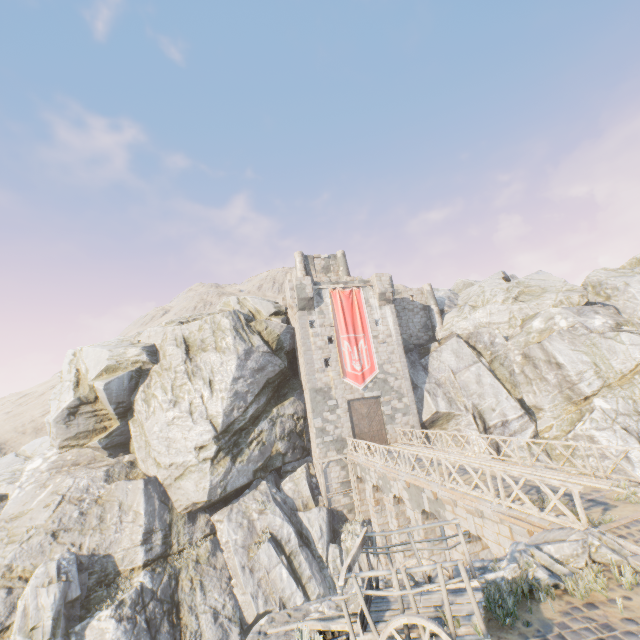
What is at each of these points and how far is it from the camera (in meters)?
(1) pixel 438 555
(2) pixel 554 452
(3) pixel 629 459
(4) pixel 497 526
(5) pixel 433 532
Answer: (1) bridge support, 15.23
(2) rock, 23.81
(3) rock, 20.06
(4) bridge support, 10.80
(5) bridge support, 15.46

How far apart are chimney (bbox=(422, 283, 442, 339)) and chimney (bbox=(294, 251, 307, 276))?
11.89m

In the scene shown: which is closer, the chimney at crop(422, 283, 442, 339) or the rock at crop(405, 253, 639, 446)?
the rock at crop(405, 253, 639, 446)

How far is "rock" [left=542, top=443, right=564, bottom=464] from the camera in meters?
23.4

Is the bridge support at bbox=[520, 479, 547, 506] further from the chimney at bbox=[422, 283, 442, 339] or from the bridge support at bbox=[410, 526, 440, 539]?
the chimney at bbox=[422, 283, 442, 339]

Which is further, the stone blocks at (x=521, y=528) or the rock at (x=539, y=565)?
the stone blocks at (x=521, y=528)

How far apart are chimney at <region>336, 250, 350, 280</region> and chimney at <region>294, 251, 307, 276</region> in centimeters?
319cm

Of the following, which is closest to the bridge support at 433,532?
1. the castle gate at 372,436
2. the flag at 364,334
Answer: the castle gate at 372,436
